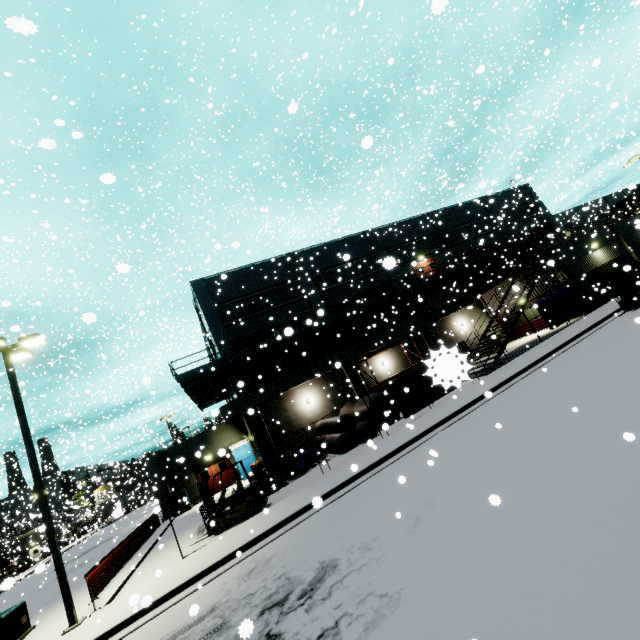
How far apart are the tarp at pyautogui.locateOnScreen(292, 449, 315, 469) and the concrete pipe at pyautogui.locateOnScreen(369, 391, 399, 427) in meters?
2.7

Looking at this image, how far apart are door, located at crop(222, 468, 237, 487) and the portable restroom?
0.77m

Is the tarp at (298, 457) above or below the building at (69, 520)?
below

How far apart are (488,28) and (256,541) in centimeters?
4811cm

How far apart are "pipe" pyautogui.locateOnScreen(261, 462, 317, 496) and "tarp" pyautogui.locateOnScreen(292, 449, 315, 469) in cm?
7

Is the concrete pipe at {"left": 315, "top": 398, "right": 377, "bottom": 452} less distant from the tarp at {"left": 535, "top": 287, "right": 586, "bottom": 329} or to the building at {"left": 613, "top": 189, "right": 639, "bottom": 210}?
the building at {"left": 613, "top": 189, "right": 639, "bottom": 210}

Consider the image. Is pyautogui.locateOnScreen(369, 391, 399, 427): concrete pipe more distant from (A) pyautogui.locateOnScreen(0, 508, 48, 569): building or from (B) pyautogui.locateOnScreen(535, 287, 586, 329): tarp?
(B) pyautogui.locateOnScreen(535, 287, 586, 329): tarp

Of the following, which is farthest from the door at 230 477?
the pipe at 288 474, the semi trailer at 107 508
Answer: the pipe at 288 474
